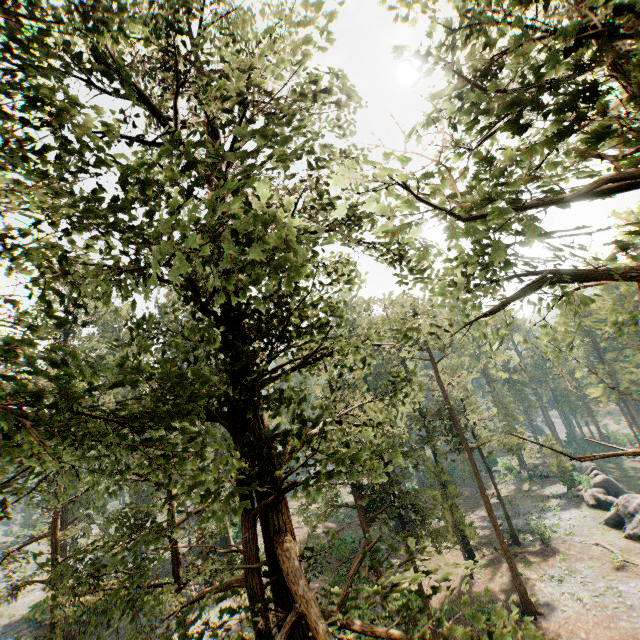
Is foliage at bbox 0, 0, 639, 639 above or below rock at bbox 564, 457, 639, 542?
above

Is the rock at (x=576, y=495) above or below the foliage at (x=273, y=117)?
below

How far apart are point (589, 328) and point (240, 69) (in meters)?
66.55

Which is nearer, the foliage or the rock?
the foliage

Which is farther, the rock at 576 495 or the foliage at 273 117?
the rock at 576 495
